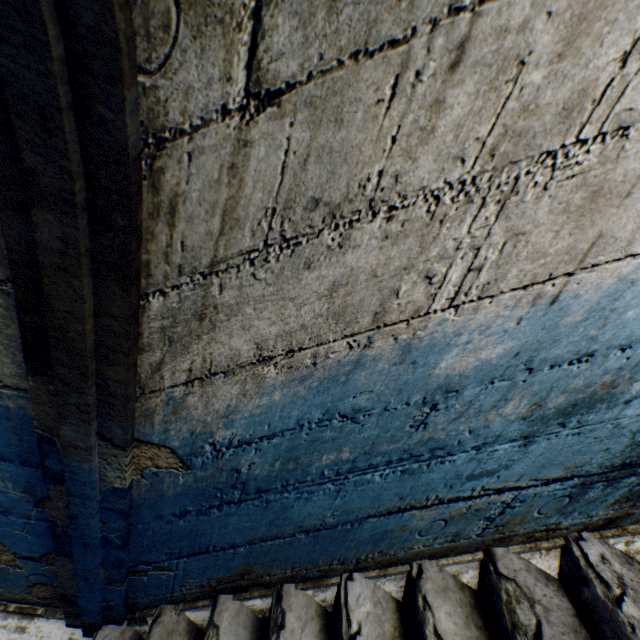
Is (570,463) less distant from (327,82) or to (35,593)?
(327,82)
